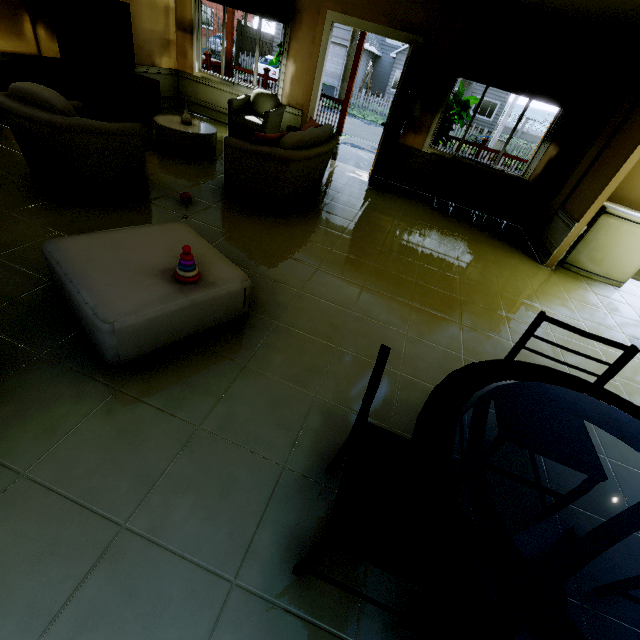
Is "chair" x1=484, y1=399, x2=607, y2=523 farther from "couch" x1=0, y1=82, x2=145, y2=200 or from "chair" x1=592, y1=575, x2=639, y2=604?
"couch" x1=0, y1=82, x2=145, y2=200

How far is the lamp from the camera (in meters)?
5.43

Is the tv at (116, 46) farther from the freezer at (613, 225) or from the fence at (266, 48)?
the fence at (266, 48)

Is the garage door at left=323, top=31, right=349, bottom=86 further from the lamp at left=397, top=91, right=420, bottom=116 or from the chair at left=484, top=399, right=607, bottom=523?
the chair at left=484, top=399, right=607, bottom=523

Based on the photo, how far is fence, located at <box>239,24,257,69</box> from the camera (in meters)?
22.67

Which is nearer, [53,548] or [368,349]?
[53,548]

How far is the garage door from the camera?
22.0 meters

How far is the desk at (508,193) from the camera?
5.4 meters
